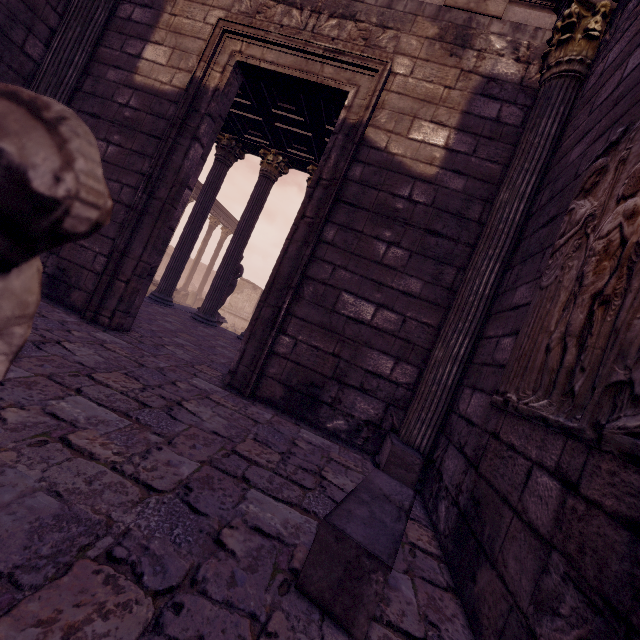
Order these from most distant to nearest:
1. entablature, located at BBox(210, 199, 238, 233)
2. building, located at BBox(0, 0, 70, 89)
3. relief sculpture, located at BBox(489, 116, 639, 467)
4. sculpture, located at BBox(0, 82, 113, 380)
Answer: entablature, located at BBox(210, 199, 238, 233), building, located at BBox(0, 0, 70, 89), relief sculpture, located at BBox(489, 116, 639, 467), sculpture, located at BBox(0, 82, 113, 380)

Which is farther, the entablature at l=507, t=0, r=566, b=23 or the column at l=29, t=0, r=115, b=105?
the column at l=29, t=0, r=115, b=105

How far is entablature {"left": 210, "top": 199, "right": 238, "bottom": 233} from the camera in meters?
21.5

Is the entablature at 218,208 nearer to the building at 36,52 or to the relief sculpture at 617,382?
the building at 36,52

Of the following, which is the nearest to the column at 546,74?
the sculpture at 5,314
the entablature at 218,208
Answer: the sculpture at 5,314

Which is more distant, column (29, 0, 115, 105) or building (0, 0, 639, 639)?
column (29, 0, 115, 105)

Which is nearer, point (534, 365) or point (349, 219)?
point (534, 365)

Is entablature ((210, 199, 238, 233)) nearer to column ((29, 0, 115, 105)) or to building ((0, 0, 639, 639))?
building ((0, 0, 639, 639))
